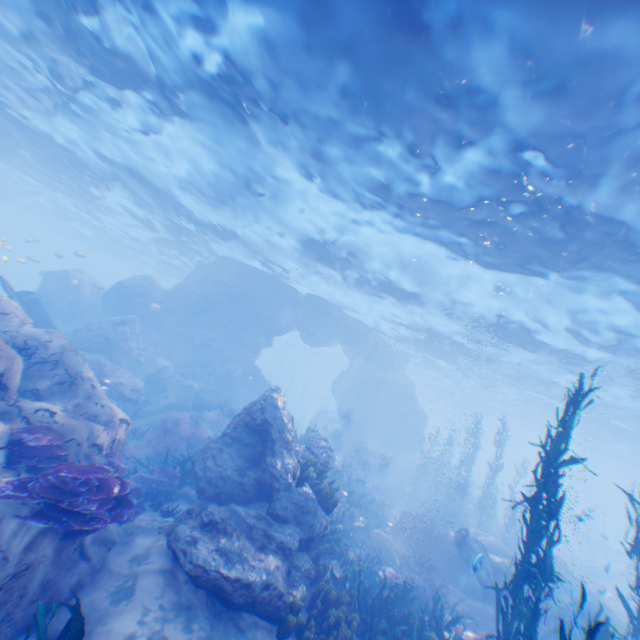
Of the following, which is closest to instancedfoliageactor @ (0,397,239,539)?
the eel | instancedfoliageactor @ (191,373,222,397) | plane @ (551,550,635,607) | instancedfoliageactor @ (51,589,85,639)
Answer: instancedfoliageactor @ (51,589,85,639)

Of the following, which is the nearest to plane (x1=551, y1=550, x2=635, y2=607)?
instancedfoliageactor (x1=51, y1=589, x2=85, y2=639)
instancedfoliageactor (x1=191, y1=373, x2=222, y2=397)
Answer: instancedfoliageactor (x1=51, y1=589, x2=85, y2=639)

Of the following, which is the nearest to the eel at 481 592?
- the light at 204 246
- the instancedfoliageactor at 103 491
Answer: the light at 204 246

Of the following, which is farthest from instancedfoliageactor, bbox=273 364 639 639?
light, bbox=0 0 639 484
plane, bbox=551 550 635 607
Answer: light, bbox=0 0 639 484

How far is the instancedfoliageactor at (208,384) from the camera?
23.41m

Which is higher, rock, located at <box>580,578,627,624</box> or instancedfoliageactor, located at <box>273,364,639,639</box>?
instancedfoliageactor, located at <box>273,364,639,639</box>

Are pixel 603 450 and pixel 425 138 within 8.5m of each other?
no

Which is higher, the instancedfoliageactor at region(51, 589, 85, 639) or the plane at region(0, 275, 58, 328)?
the plane at region(0, 275, 58, 328)
